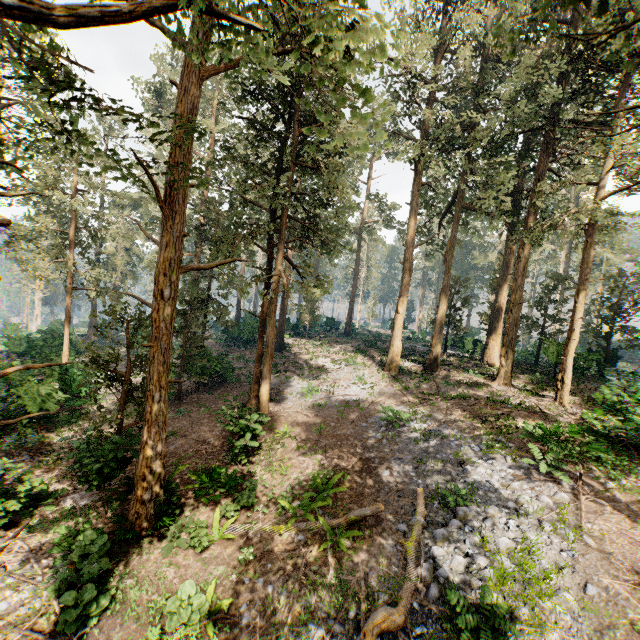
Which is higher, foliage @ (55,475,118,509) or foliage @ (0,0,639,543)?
foliage @ (0,0,639,543)

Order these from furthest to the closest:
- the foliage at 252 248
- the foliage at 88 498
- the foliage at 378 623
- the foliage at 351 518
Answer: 1. the foliage at 88 498
2. the foliage at 351 518
3. the foliage at 378 623
4. the foliage at 252 248

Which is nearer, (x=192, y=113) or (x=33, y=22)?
(x=33, y=22)

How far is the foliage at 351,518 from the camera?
9.73m

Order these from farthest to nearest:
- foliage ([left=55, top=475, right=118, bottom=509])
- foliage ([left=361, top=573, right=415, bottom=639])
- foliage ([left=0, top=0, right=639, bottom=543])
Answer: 1. foliage ([left=55, top=475, right=118, bottom=509])
2. foliage ([left=361, top=573, right=415, bottom=639])
3. foliage ([left=0, top=0, right=639, bottom=543])

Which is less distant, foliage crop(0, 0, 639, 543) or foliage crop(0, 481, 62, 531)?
foliage crop(0, 0, 639, 543)

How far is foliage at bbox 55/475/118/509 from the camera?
10.64m
